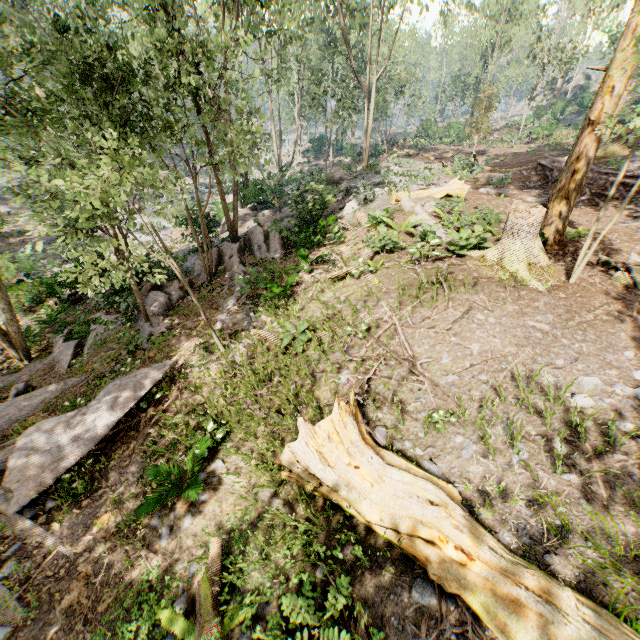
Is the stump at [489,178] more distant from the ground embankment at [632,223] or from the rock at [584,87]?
the rock at [584,87]

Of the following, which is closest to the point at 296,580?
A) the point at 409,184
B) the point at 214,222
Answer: the point at 214,222

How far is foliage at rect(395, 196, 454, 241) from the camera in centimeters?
1166cm

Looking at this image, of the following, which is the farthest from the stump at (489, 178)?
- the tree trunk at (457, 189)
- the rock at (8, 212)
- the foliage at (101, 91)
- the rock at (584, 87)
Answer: the rock at (584, 87)

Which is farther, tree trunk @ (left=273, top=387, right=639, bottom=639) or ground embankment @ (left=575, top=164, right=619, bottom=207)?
ground embankment @ (left=575, top=164, right=619, bottom=207)

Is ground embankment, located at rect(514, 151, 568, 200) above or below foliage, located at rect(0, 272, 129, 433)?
above

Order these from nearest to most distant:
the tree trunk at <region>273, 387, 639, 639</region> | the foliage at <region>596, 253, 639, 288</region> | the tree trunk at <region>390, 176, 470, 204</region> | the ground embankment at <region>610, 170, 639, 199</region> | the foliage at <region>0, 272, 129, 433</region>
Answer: the tree trunk at <region>273, 387, 639, 639</region> < the foliage at <region>596, 253, 639, 288</region> < the foliage at <region>0, 272, 129, 433</region> < the ground embankment at <region>610, 170, 639, 199</region> < the tree trunk at <region>390, 176, 470, 204</region>
